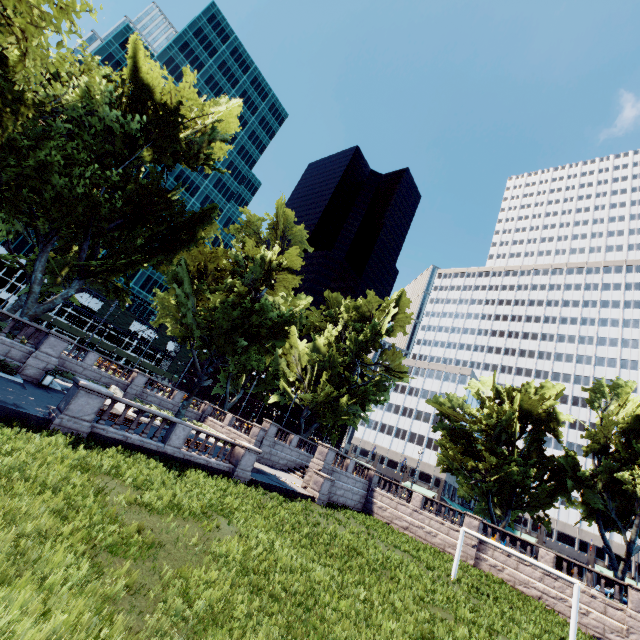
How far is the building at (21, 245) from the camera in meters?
58.2

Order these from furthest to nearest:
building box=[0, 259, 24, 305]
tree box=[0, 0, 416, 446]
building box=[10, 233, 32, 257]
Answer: building box=[10, 233, 32, 257], building box=[0, 259, 24, 305], tree box=[0, 0, 416, 446]

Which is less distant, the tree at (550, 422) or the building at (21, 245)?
the tree at (550, 422)

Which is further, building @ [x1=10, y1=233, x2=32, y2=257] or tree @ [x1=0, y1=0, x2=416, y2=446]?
building @ [x1=10, y1=233, x2=32, y2=257]

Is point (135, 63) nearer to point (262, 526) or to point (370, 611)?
point (262, 526)

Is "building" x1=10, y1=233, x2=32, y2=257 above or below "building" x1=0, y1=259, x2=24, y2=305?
above

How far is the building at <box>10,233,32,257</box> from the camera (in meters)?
58.22
